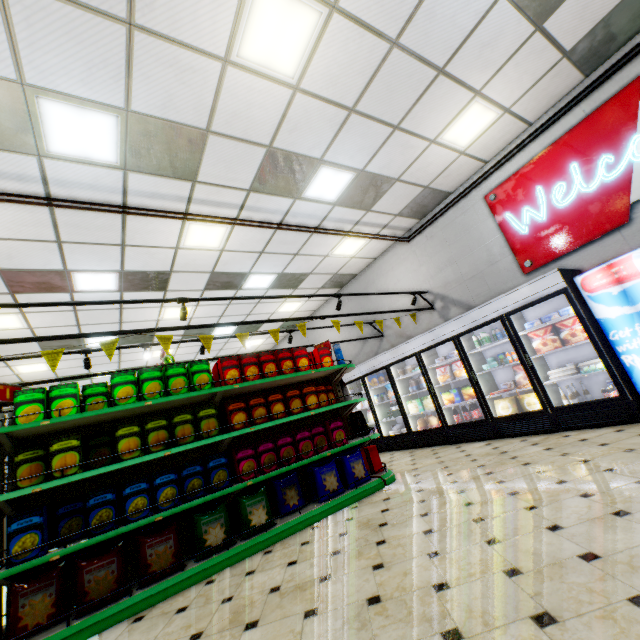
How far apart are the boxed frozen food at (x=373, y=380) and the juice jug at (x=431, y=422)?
1.43m

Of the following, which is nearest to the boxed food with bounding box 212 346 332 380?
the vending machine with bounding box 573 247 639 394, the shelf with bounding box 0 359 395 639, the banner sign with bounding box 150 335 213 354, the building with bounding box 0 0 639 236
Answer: the shelf with bounding box 0 359 395 639

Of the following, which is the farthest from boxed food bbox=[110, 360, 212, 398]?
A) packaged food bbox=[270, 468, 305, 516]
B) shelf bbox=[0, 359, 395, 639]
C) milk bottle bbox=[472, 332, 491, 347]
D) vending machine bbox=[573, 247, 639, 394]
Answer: vending machine bbox=[573, 247, 639, 394]

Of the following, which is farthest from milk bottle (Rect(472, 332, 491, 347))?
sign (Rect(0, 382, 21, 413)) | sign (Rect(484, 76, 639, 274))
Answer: sign (Rect(0, 382, 21, 413))

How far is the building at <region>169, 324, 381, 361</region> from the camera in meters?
10.3 m

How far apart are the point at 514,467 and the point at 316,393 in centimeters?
270cm

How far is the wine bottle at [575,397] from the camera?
4.9m

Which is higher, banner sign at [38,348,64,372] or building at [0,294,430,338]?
building at [0,294,430,338]
